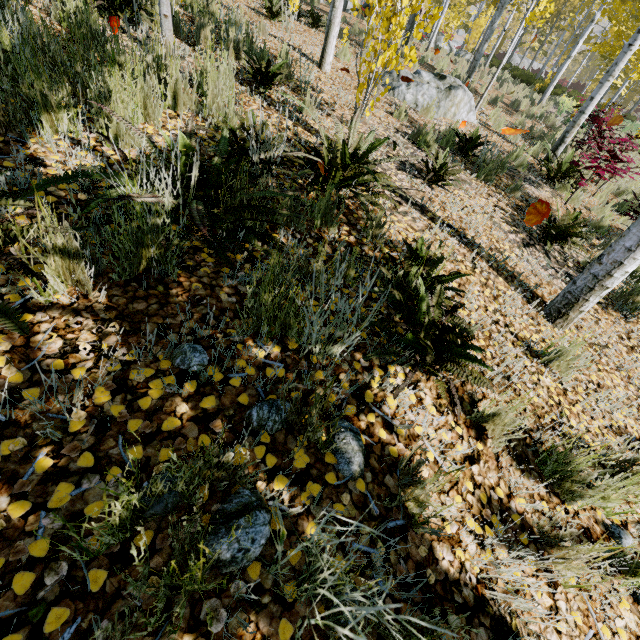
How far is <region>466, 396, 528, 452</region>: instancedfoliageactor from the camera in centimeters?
181cm

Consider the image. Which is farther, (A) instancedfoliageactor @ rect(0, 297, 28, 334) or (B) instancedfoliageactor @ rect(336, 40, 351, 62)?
(B) instancedfoliageactor @ rect(336, 40, 351, 62)

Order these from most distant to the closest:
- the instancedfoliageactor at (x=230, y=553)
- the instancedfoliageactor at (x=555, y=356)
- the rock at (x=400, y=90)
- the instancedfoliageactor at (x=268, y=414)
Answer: the rock at (x=400, y=90) < the instancedfoliageactor at (x=555, y=356) < the instancedfoliageactor at (x=268, y=414) < the instancedfoliageactor at (x=230, y=553)

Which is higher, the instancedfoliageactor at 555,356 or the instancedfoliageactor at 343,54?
the instancedfoliageactor at 343,54

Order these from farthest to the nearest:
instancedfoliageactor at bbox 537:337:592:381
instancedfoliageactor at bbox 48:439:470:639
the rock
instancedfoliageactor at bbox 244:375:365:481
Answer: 1. the rock
2. instancedfoliageactor at bbox 537:337:592:381
3. instancedfoliageactor at bbox 244:375:365:481
4. instancedfoliageactor at bbox 48:439:470:639

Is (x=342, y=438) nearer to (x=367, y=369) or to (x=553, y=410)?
(x=367, y=369)
